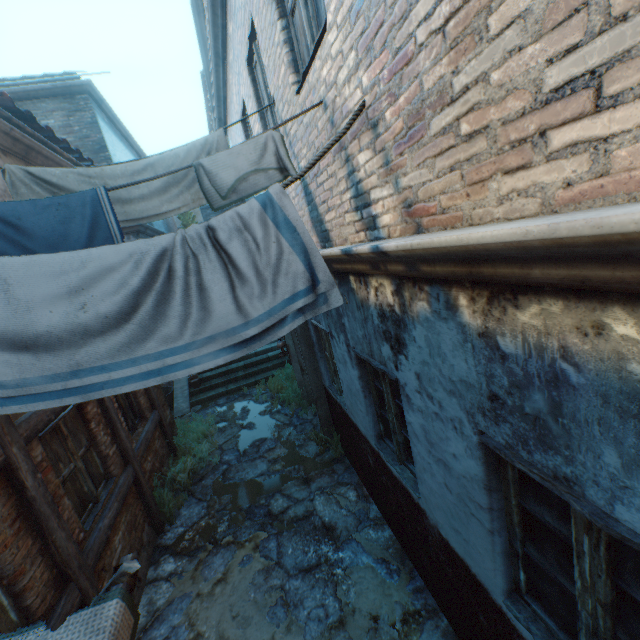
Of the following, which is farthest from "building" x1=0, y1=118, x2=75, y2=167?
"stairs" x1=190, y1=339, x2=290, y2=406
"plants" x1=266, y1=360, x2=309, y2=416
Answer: "plants" x1=266, y1=360, x2=309, y2=416

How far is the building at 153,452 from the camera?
5.8m

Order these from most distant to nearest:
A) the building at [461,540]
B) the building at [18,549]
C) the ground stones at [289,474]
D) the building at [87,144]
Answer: the building at [87,144]
the ground stones at [289,474]
the building at [18,549]
the building at [461,540]

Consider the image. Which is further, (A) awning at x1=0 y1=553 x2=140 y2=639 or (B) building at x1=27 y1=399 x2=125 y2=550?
Answer: (B) building at x1=27 y1=399 x2=125 y2=550

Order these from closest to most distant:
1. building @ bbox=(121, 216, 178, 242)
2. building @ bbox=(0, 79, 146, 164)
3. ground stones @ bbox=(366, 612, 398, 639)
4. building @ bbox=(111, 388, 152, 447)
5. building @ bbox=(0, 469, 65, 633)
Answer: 1. building @ bbox=(0, 469, 65, 633)
2. ground stones @ bbox=(366, 612, 398, 639)
3. building @ bbox=(111, 388, 152, 447)
4. building @ bbox=(0, 79, 146, 164)
5. building @ bbox=(121, 216, 178, 242)

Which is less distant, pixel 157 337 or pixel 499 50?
pixel 499 50

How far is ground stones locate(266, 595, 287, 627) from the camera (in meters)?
3.73
